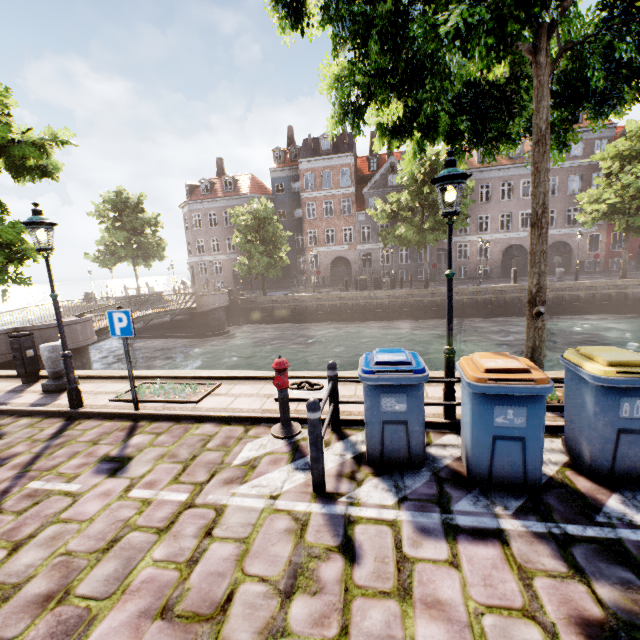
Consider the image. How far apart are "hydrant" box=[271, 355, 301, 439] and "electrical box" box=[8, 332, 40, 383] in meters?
7.2

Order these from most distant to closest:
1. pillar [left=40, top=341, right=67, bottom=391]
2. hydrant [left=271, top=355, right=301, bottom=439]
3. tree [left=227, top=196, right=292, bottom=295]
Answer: tree [left=227, top=196, right=292, bottom=295] → pillar [left=40, top=341, right=67, bottom=391] → hydrant [left=271, top=355, right=301, bottom=439]

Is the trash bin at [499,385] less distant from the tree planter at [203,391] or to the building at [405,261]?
the tree planter at [203,391]

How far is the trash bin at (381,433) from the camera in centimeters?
384cm

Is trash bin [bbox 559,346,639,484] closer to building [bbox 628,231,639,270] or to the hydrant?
the hydrant

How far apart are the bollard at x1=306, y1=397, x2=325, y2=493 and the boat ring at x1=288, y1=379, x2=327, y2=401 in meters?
2.1

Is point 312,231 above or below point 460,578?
above

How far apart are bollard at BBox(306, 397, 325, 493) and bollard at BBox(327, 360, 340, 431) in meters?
1.3
